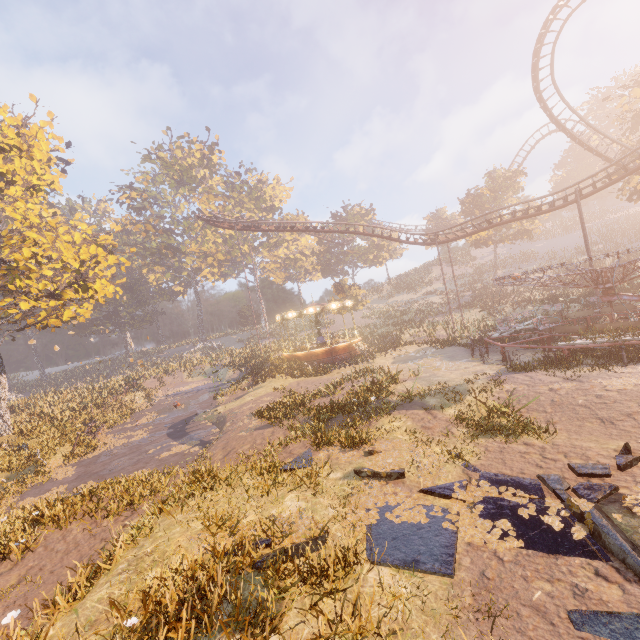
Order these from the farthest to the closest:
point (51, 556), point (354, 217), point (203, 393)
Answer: point (354, 217) → point (203, 393) → point (51, 556)

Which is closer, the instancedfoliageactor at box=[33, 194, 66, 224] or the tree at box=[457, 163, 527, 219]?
the instancedfoliageactor at box=[33, 194, 66, 224]

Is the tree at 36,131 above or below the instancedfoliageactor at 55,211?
below

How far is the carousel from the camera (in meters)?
28.08

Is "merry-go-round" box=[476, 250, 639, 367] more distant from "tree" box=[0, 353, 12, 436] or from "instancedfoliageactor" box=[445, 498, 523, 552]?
"tree" box=[0, 353, 12, 436]

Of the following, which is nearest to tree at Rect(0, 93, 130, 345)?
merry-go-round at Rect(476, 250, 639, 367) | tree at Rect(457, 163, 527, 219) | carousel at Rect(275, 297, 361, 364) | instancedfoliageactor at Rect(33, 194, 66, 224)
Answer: instancedfoliageactor at Rect(33, 194, 66, 224)

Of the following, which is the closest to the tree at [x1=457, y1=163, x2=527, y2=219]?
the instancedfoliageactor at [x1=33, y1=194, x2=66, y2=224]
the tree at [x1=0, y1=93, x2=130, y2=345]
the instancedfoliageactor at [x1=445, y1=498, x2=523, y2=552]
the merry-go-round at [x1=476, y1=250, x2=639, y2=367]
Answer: the merry-go-round at [x1=476, y1=250, x2=639, y2=367]

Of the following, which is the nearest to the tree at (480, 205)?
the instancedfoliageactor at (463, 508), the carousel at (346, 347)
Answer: the carousel at (346, 347)
